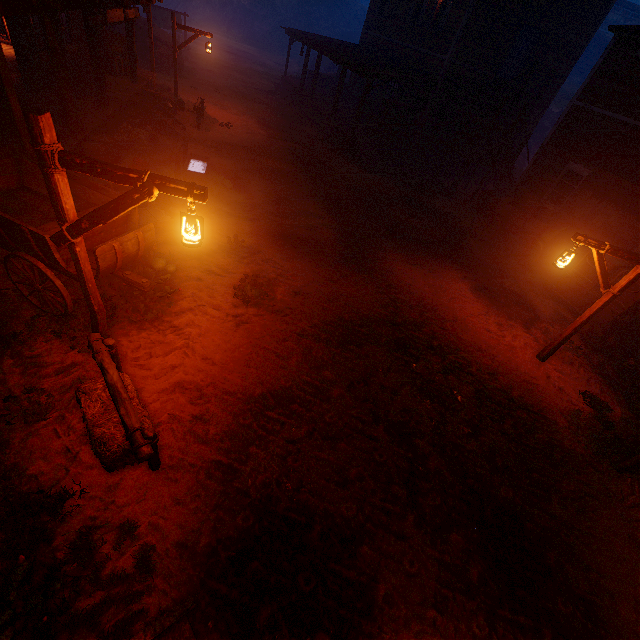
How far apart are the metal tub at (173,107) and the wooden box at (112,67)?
1.1 meters

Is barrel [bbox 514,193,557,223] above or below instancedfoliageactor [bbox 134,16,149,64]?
above

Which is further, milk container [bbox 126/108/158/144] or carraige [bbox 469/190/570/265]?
carraige [bbox 469/190/570/265]

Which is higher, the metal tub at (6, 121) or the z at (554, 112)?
the z at (554, 112)

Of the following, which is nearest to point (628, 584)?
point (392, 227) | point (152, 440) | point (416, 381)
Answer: point (416, 381)

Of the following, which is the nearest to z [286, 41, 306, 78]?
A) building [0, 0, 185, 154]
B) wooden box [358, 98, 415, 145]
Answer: building [0, 0, 185, 154]

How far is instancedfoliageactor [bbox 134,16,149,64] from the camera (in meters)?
19.41

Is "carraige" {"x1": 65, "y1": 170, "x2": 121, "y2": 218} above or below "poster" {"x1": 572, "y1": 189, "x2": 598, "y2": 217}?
below
